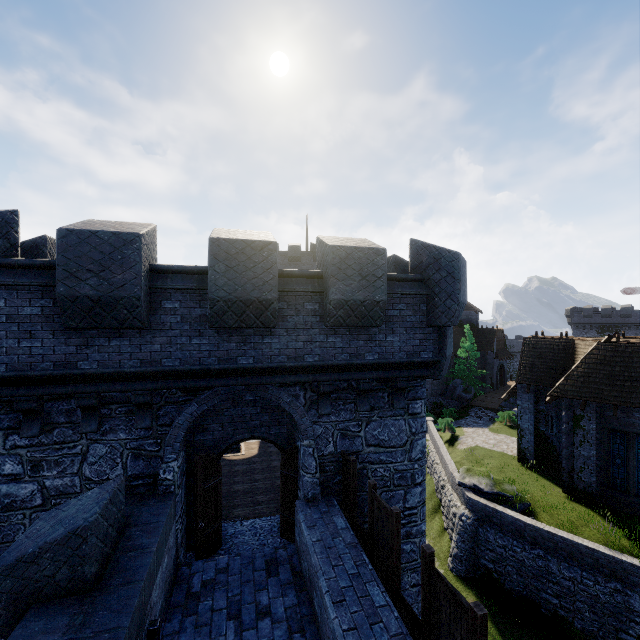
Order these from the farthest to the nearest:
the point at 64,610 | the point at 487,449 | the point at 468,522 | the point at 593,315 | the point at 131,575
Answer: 1. the point at 593,315
2. the point at 487,449
3. the point at 468,522
4. the point at 131,575
5. the point at 64,610

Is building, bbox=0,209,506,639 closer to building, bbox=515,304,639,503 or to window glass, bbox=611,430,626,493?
building, bbox=515,304,639,503

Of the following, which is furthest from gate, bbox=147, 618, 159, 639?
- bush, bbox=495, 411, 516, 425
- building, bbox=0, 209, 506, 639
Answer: bush, bbox=495, 411, 516, 425

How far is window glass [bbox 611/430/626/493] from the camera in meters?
17.4 m

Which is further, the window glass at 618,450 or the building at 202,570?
the window glass at 618,450

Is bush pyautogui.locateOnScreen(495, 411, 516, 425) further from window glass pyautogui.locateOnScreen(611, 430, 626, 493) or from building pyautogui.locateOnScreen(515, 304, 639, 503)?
window glass pyautogui.locateOnScreen(611, 430, 626, 493)

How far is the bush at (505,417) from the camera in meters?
31.6

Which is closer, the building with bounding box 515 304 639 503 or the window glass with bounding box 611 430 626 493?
the window glass with bounding box 611 430 626 493
